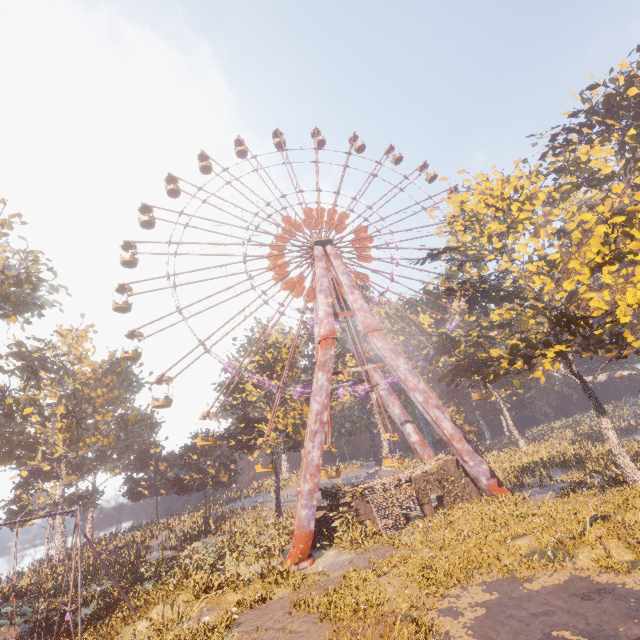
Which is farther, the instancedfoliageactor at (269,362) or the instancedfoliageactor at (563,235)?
the instancedfoliageactor at (269,362)

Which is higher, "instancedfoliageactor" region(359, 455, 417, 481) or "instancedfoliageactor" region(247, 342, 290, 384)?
"instancedfoliageactor" region(247, 342, 290, 384)

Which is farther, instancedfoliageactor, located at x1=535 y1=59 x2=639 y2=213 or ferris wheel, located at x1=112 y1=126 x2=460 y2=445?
ferris wheel, located at x1=112 y1=126 x2=460 y2=445

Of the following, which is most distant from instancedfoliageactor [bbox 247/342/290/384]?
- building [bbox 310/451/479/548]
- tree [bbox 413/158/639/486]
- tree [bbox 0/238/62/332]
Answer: tree [bbox 0/238/62/332]

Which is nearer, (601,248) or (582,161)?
(601,248)

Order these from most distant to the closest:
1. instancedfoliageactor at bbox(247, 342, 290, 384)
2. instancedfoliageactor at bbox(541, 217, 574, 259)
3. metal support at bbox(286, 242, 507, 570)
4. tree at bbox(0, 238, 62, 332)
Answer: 1. instancedfoliageactor at bbox(247, 342, 290, 384)
2. tree at bbox(0, 238, 62, 332)
3. instancedfoliageactor at bbox(541, 217, 574, 259)
4. metal support at bbox(286, 242, 507, 570)

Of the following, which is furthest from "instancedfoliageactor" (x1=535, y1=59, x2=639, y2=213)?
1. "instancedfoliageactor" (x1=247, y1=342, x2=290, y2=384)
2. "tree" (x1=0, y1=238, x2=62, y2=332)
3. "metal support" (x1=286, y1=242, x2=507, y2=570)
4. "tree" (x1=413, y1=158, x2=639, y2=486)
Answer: "tree" (x1=0, y1=238, x2=62, y2=332)

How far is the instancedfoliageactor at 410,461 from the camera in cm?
5105
